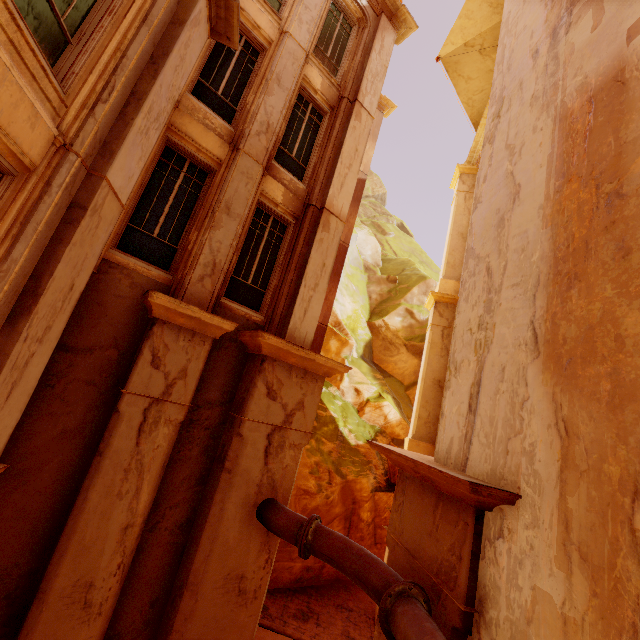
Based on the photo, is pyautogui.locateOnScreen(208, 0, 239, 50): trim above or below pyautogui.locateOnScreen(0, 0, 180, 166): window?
above

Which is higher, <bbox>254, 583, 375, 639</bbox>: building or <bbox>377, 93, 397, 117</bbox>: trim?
<bbox>377, 93, 397, 117</bbox>: trim

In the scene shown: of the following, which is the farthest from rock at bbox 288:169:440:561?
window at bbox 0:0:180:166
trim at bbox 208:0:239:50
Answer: trim at bbox 208:0:239:50

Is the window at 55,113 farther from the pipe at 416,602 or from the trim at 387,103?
the trim at 387,103

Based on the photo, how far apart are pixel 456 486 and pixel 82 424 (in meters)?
5.92

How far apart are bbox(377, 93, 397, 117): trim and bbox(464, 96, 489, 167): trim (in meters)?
4.34

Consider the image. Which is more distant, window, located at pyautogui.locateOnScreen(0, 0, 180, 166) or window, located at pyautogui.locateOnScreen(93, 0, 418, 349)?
window, located at pyautogui.locateOnScreen(93, 0, 418, 349)

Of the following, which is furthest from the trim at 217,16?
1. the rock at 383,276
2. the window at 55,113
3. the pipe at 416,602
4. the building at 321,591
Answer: the rock at 383,276
